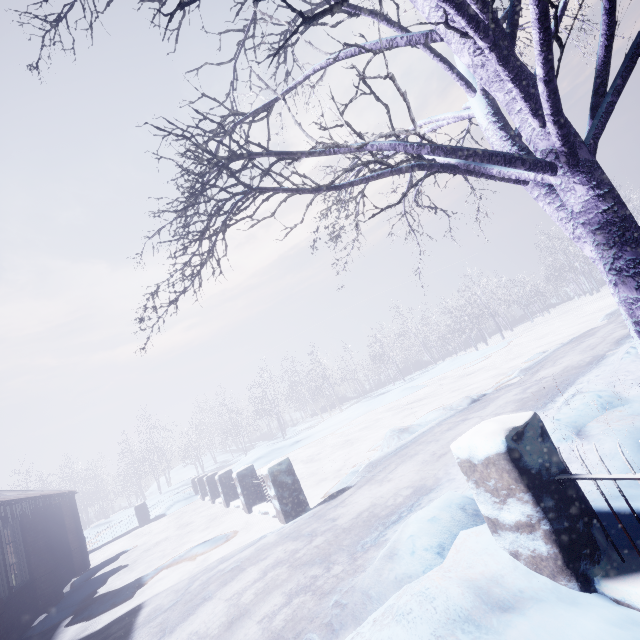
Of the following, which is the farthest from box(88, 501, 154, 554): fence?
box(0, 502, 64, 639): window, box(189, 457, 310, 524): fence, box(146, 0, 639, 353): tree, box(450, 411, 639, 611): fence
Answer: box(450, 411, 639, 611): fence

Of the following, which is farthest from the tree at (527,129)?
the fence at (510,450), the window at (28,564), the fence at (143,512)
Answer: the fence at (143,512)

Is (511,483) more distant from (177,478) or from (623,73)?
(177,478)

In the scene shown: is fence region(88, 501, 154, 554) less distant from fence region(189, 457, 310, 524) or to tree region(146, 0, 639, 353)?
fence region(189, 457, 310, 524)

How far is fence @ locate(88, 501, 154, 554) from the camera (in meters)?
13.25

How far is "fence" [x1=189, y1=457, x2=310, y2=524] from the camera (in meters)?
5.38

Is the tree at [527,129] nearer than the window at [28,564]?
Yes

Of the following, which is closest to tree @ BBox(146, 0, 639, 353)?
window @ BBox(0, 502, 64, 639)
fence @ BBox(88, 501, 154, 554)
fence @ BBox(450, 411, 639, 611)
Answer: fence @ BBox(450, 411, 639, 611)
